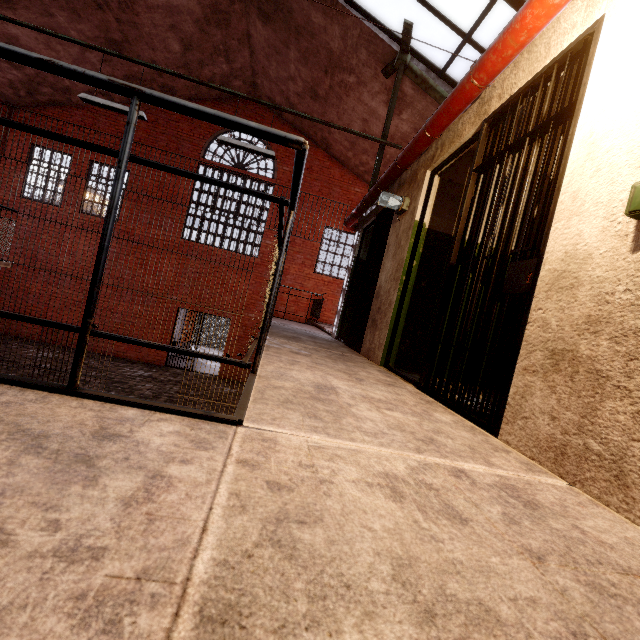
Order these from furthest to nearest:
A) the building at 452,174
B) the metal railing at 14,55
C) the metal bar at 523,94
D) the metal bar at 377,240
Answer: the metal bar at 377,240 < the building at 452,174 < the metal bar at 523,94 < the metal railing at 14,55

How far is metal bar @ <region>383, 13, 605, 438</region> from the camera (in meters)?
1.84

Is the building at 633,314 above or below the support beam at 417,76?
below

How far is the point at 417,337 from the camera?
4.1m

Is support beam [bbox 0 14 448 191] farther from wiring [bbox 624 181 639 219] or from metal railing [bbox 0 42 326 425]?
metal railing [bbox 0 42 326 425]

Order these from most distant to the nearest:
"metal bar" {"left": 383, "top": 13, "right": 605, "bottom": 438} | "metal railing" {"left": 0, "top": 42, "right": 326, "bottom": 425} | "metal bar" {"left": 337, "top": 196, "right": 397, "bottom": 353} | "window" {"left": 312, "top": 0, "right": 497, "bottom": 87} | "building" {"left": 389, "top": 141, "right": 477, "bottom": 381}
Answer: "window" {"left": 312, "top": 0, "right": 497, "bottom": 87}, "metal bar" {"left": 337, "top": 196, "right": 397, "bottom": 353}, "building" {"left": 389, "top": 141, "right": 477, "bottom": 381}, "metal bar" {"left": 383, "top": 13, "right": 605, "bottom": 438}, "metal railing" {"left": 0, "top": 42, "right": 326, "bottom": 425}

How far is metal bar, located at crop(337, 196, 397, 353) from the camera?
4.9m

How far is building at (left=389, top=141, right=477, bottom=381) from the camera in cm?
393
